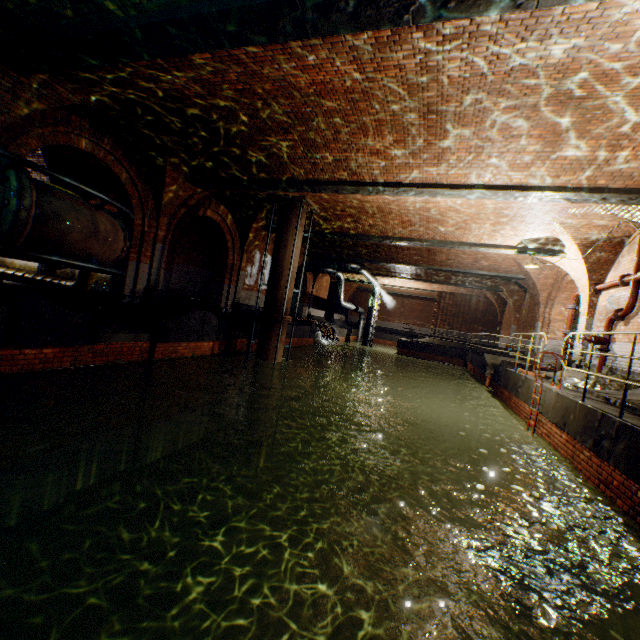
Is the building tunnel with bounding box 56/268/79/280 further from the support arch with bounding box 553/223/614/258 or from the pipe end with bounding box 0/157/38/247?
the support arch with bounding box 553/223/614/258

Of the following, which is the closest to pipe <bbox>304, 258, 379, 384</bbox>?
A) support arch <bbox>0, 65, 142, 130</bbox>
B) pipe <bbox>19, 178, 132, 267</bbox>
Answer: support arch <bbox>0, 65, 142, 130</bbox>

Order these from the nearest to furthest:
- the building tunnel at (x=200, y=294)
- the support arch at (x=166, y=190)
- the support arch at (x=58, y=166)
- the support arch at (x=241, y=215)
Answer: the support arch at (x=166, y=190) → the support arch at (x=58, y=166) → the support arch at (x=241, y=215) → the building tunnel at (x=200, y=294)

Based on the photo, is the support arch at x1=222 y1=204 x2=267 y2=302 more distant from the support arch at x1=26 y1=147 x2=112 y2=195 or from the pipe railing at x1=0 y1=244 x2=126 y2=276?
the pipe railing at x1=0 y1=244 x2=126 y2=276

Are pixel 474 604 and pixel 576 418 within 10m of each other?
yes

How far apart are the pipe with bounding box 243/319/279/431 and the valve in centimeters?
950cm

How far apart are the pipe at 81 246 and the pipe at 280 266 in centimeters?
530cm

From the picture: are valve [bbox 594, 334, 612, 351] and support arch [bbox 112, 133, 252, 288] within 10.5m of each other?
no
